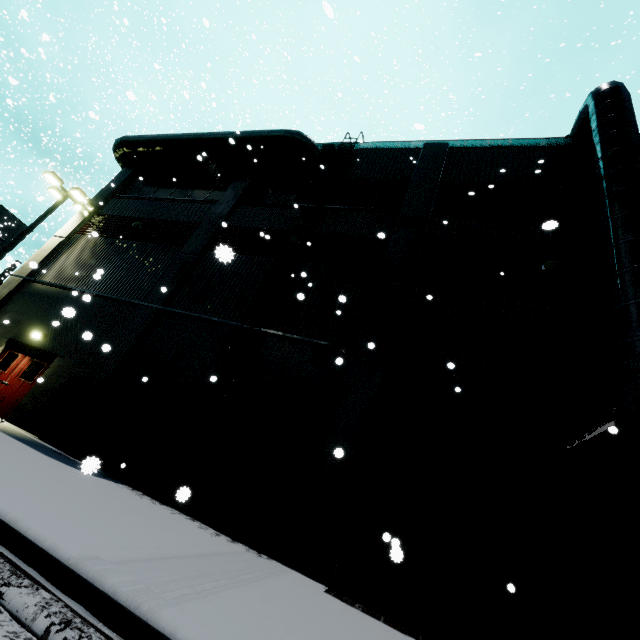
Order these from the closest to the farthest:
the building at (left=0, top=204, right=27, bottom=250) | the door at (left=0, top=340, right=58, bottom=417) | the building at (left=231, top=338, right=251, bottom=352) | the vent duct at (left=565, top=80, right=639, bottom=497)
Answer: the vent duct at (left=565, top=80, right=639, bottom=497)
the building at (left=231, top=338, right=251, bottom=352)
the door at (left=0, top=340, right=58, bottom=417)
the building at (left=0, top=204, right=27, bottom=250)

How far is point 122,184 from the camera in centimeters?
1714cm

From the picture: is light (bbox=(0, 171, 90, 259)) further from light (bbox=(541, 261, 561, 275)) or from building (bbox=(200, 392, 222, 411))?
light (bbox=(541, 261, 561, 275))

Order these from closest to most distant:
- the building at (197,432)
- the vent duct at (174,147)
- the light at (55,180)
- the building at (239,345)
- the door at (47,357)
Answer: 1. the building at (197,432)
2. the building at (239,345)
3. the door at (47,357)
4. the vent duct at (174,147)
5. the light at (55,180)

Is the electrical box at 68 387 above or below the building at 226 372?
below

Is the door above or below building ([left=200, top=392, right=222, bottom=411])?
below

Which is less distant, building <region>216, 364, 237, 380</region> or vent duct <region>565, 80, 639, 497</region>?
vent duct <region>565, 80, 639, 497</region>

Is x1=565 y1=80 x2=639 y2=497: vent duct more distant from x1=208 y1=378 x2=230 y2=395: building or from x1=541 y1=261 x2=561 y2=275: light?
x1=541 y1=261 x2=561 y2=275: light
